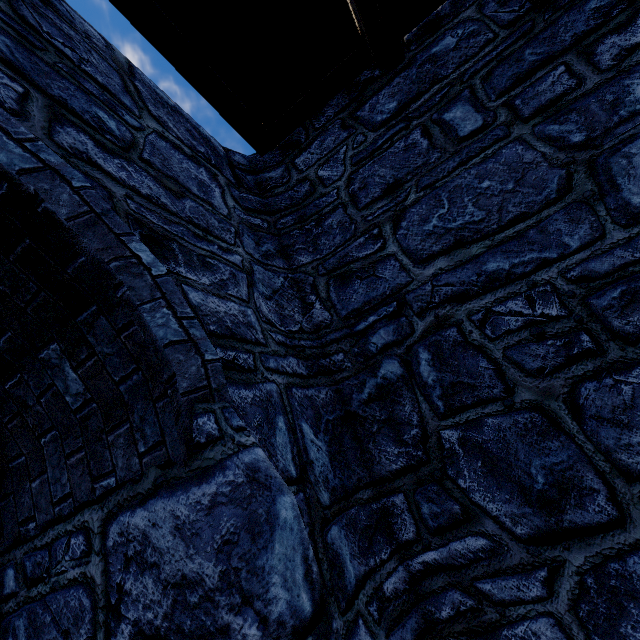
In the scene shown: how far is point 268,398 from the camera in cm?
196
